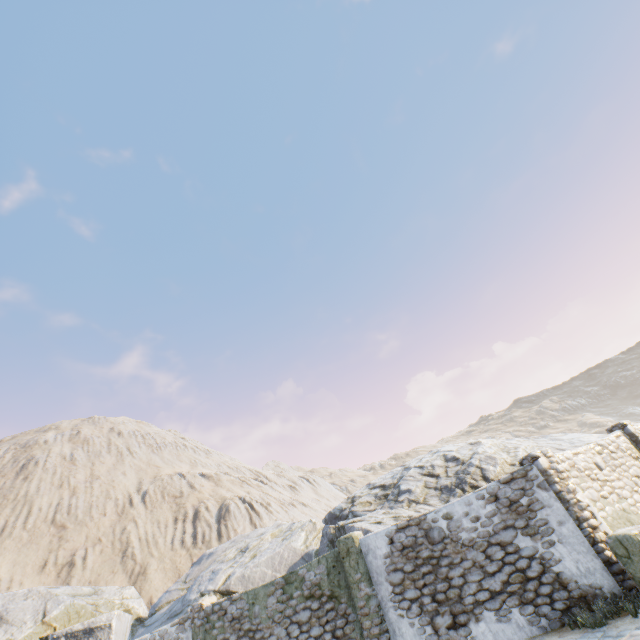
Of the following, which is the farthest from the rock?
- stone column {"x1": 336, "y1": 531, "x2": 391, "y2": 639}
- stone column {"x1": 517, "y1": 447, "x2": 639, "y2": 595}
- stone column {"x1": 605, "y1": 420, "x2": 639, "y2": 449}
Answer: stone column {"x1": 517, "y1": 447, "x2": 639, "y2": 595}

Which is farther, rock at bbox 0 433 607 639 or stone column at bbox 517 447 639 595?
rock at bbox 0 433 607 639

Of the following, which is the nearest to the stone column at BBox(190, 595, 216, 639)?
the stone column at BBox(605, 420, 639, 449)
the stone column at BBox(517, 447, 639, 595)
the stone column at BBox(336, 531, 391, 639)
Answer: the stone column at BBox(336, 531, 391, 639)

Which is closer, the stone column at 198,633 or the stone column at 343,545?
the stone column at 343,545

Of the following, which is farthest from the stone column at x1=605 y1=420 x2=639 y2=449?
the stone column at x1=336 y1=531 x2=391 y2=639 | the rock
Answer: the stone column at x1=336 y1=531 x2=391 y2=639

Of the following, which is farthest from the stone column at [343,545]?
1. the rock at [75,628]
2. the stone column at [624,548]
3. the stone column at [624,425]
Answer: the stone column at [624,425]

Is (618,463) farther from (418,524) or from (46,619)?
(46,619)

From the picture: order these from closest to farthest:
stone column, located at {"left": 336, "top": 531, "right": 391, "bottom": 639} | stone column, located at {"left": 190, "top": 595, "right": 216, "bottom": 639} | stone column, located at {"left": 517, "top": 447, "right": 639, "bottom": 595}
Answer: stone column, located at {"left": 517, "top": 447, "right": 639, "bottom": 595}, stone column, located at {"left": 336, "top": 531, "right": 391, "bottom": 639}, stone column, located at {"left": 190, "top": 595, "right": 216, "bottom": 639}
